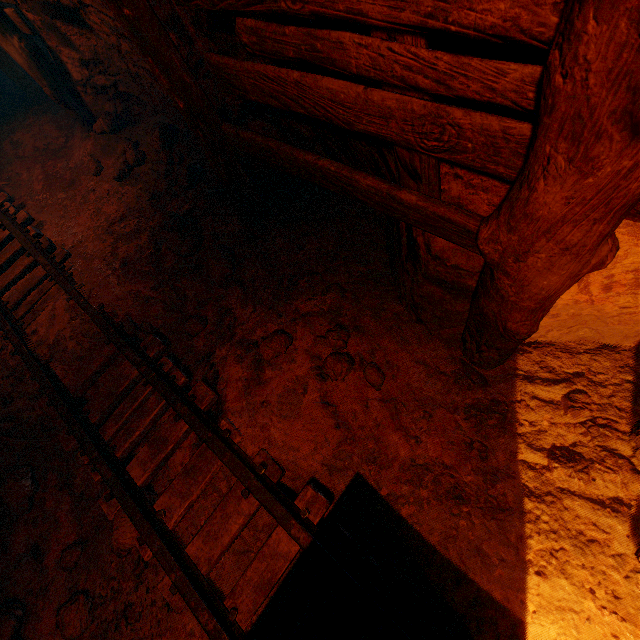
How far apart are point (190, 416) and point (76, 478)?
1.41m

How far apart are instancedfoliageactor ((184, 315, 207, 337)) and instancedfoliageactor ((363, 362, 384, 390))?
1.29m

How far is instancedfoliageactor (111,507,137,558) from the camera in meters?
2.3

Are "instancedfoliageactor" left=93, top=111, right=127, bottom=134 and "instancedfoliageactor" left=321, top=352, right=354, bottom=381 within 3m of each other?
no

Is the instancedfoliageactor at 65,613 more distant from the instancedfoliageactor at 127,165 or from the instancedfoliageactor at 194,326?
the instancedfoliageactor at 127,165

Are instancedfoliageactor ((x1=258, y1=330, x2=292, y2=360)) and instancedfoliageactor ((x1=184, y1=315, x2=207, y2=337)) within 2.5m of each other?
yes

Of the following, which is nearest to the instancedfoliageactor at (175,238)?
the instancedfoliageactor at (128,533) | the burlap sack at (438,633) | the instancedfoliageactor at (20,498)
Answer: the burlap sack at (438,633)

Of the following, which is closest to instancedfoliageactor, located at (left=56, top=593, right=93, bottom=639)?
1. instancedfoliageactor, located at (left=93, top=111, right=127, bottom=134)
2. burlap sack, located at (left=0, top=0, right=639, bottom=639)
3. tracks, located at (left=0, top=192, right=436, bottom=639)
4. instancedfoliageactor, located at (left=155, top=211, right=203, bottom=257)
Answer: burlap sack, located at (left=0, top=0, right=639, bottom=639)
